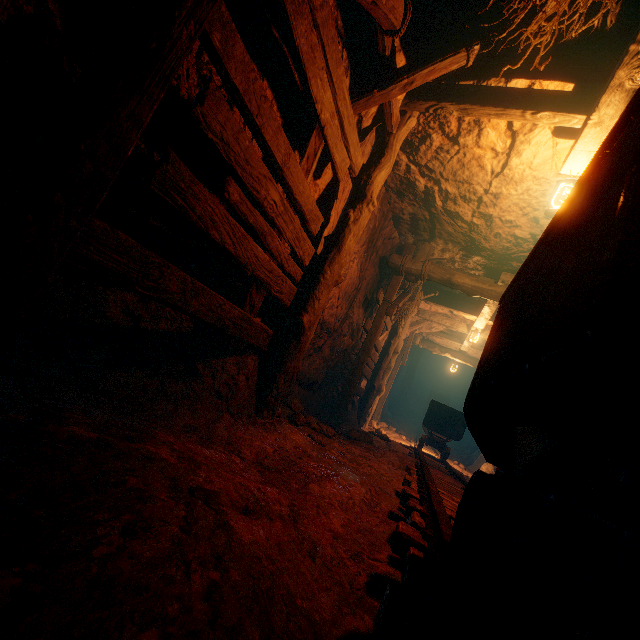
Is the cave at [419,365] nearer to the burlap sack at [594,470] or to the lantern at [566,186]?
the burlap sack at [594,470]

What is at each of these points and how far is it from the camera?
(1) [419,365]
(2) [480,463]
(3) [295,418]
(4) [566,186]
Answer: (1) cave, 23.8 meters
(2) burlap sack, 12.6 meters
(3) instancedfoliageactor, 4.4 meters
(4) lantern, 3.6 meters

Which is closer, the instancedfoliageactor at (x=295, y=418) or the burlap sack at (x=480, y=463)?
the instancedfoliageactor at (x=295, y=418)

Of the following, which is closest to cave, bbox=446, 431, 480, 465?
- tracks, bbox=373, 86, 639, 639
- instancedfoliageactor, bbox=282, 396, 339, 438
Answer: tracks, bbox=373, 86, 639, 639

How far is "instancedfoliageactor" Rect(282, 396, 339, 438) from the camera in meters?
4.4

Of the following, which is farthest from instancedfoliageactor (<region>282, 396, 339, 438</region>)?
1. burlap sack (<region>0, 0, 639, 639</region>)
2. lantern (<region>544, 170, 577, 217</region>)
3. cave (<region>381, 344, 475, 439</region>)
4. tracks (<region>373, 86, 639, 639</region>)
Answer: cave (<region>381, 344, 475, 439</region>)

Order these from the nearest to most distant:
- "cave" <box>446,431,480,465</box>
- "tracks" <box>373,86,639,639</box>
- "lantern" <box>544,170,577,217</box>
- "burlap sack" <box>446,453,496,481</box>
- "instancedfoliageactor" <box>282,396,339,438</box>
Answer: "tracks" <box>373,86,639,639</box>
"lantern" <box>544,170,577,217</box>
"instancedfoliageactor" <box>282,396,339,438</box>
"burlap sack" <box>446,453,496,481</box>
"cave" <box>446,431,480,465</box>

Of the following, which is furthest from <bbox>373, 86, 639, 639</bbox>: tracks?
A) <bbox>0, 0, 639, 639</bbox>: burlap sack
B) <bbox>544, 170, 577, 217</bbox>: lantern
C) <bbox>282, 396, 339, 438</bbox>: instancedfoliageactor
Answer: <bbox>544, 170, 577, 217</bbox>: lantern
